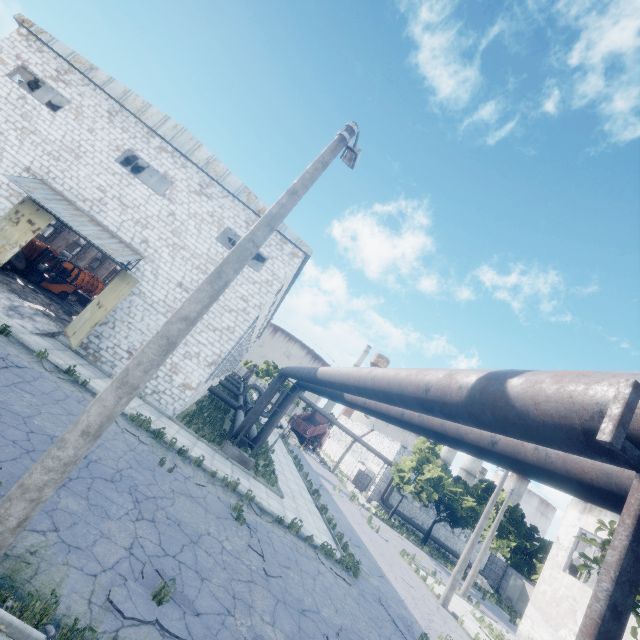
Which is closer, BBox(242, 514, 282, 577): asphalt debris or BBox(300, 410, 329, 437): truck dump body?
BBox(242, 514, 282, 577): asphalt debris

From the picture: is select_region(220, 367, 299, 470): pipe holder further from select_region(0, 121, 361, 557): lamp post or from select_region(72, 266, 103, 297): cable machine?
select_region(72, 266, 103, 297): cable machine

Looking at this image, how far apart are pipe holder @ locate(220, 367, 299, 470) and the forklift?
15.4m

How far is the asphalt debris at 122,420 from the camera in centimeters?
1078cm

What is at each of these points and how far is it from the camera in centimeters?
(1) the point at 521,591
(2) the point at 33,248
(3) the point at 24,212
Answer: (1) fuse box, 3638cm
(2) cable machine, 2044cm
(3) door, 1501cm

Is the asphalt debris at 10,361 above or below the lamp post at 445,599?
below

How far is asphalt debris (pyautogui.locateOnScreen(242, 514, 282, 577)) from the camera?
8.83m

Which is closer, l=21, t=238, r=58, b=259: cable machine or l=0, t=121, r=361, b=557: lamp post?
l=0, t=121, r=361, b=557: lamp post
